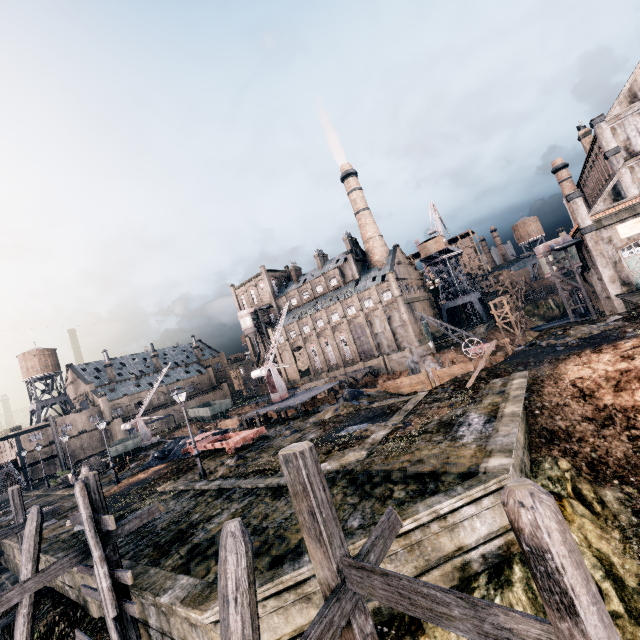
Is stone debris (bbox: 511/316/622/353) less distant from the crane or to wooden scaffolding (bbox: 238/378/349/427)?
wooden scaffolding (bbox: 238/378/349/427)

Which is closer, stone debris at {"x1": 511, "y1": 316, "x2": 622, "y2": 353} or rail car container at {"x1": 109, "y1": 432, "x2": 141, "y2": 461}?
stone debris at {"x1": 511, "y1": 316, "x2": 622, "y2": 353}

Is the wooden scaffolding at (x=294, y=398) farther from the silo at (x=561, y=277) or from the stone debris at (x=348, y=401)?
the silo at (x=561, y=277)

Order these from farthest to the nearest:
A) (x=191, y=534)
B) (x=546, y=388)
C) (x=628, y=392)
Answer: (x=546, y=388) → (x=628, y=392) → (x=191, y=534)

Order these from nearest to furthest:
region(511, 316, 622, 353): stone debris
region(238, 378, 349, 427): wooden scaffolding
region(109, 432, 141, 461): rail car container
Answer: region(511, 316, 622, 353): stone debris, region(238, 378, 349, 427): wooden scaffolding, region(109, 432, 141, 461): rail car container

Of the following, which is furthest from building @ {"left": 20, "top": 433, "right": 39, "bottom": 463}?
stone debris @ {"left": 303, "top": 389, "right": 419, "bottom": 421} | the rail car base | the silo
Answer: the silo

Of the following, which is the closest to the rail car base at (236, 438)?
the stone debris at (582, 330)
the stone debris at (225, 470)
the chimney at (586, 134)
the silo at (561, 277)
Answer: the stone debris at (225, 470)

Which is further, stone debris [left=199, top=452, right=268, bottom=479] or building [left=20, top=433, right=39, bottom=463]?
building [left=20, top=433, right=39, bottom=463]
